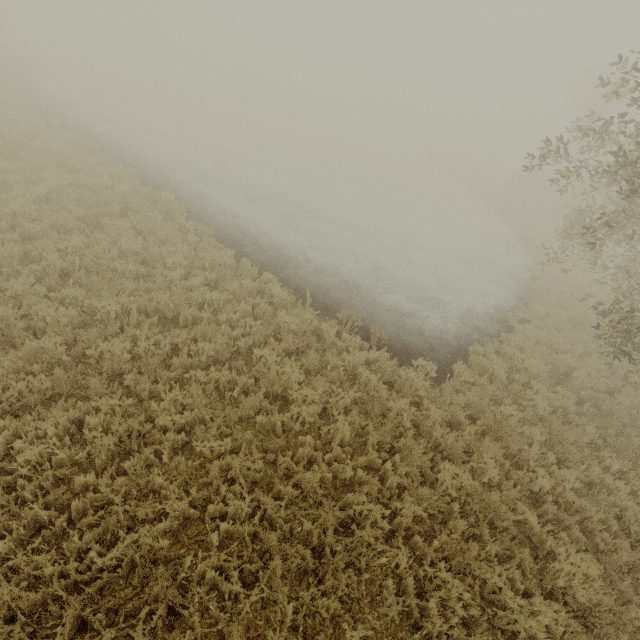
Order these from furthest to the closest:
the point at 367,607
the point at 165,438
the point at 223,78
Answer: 1. the point at 223,78
2. the point at 165,438
3. the point at 367,607
